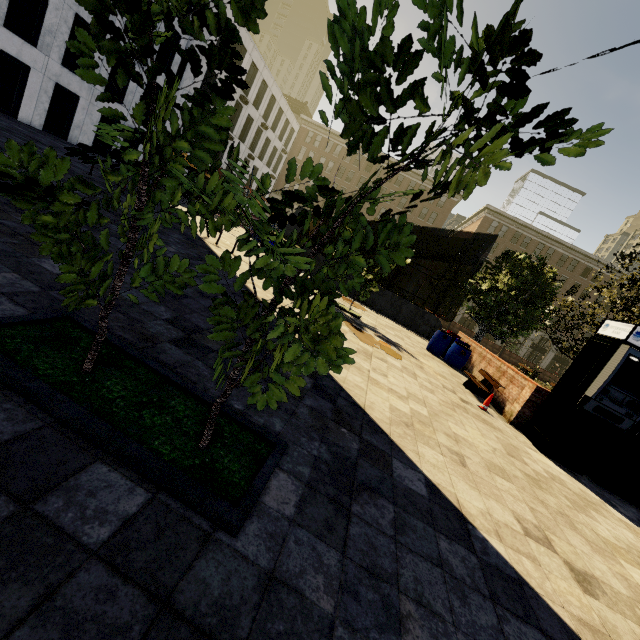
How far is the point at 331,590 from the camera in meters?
1.9 m

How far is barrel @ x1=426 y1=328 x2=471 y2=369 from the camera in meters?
12.3

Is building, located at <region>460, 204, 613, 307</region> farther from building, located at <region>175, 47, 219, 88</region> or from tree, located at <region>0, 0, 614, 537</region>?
building, located at <region>175, 47, 219, 88</region>

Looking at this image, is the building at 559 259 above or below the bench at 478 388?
above

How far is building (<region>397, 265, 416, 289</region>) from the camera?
56.0m

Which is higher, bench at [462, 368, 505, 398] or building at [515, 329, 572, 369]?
building at [515, 329, 572, 369]

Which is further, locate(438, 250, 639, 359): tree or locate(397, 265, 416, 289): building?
locate(397, 265, 416, 289): building
